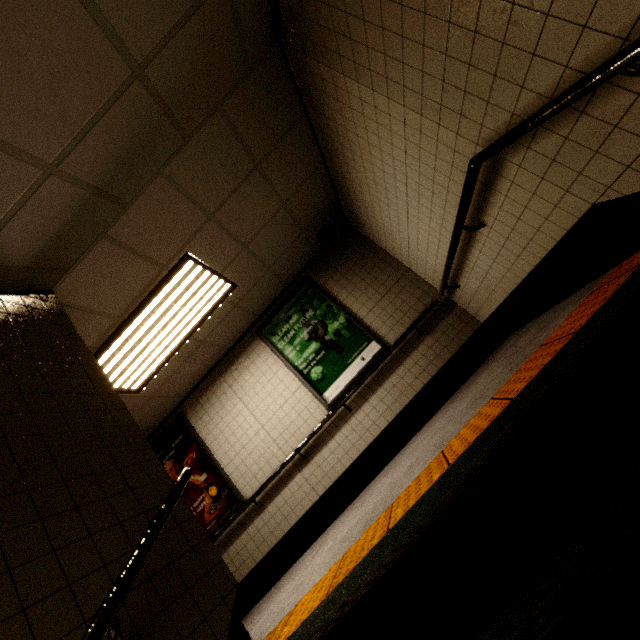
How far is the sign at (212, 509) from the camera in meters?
4.8 m

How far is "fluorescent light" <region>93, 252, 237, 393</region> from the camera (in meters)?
3.44

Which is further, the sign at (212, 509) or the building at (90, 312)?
the sign at (212, 509)

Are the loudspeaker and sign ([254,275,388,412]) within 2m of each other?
yes

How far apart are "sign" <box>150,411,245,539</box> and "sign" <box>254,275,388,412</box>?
1.8m

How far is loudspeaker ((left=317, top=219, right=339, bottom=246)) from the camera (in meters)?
4.70

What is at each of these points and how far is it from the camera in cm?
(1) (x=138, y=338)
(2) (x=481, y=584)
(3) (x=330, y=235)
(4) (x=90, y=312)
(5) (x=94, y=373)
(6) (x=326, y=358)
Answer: (1) fluorescent light, 371
(2) stairs, 110
(3) loudspeaker, 475
(4) building, 309
(5) stairs, 226
(6) sign, 488

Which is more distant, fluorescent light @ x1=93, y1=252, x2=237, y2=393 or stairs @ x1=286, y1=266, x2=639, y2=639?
fluorescent light @ x1=93, y1=252, x2=237, y2=393
